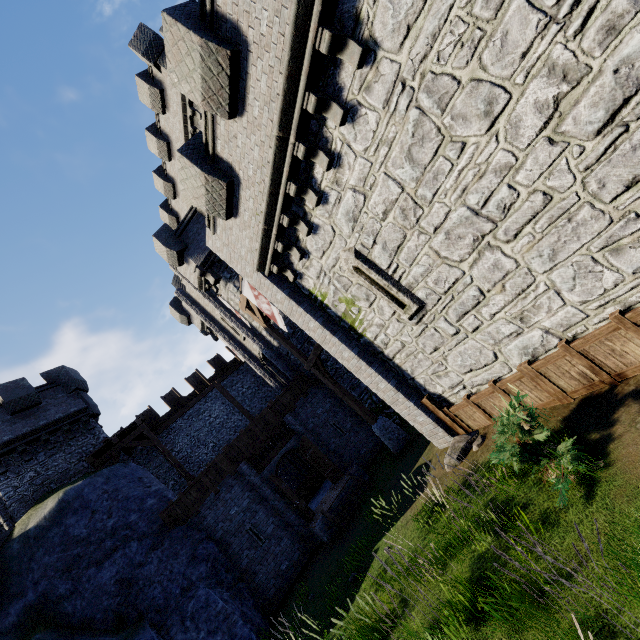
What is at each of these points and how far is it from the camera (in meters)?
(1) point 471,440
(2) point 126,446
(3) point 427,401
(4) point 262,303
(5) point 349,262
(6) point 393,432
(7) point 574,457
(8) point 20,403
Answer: (1) rock, 8.54
(2) walkway, 17.03
(3) wooden post, 9.43
(4) flag, 13.63
(5) window slit, 8.50
(6) stone base, 13.56
(7) bush, 5.21
(8) building tower, 16.92

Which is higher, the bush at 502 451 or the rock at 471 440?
the bush at 502 451

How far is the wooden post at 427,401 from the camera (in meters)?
9.23

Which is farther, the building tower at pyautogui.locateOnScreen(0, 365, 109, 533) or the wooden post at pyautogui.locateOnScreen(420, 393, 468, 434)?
the building tower at pyautogui.locateOnScreen(0, 365, 109, 533)

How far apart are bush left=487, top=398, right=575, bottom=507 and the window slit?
2.6m

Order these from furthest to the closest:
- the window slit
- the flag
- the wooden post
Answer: the flag
the wooden post
the window slit

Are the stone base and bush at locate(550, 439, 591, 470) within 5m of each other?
no

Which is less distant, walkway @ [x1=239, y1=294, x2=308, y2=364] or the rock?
the rock
